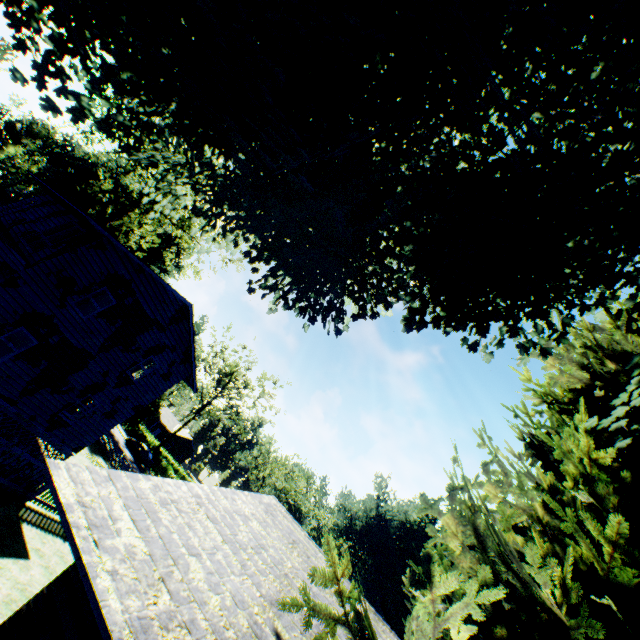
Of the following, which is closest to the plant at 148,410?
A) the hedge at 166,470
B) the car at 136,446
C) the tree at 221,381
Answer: the car at 136,446

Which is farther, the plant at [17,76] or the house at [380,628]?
the plant at [17,76]

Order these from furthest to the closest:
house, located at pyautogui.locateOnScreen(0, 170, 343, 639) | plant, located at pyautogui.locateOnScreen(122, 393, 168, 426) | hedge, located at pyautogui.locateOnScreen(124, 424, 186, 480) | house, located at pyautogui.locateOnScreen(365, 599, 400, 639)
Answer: hedge, located at pyautogui.locateOnScreen(124, 424, 186, 480), plant, located at pyautogui.locateOnScreen(122, 393, 168, 426), house, located at pyautogui.locateOnScreen(365, 599, 400, 639), house, located at pyautogui.locateOnScreen(0, 170, 343, 639)

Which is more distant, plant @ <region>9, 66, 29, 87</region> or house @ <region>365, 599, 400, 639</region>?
plant @ <region>9, 66, 29, 87</region>

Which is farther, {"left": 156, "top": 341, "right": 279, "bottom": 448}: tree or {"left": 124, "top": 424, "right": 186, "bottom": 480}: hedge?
{"left": 156, "top": 341, "right": 279, "bottom": 448}: tree

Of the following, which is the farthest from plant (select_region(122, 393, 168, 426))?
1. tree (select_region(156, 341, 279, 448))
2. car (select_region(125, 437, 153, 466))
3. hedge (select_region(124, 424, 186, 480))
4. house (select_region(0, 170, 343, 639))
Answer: tree (select_region(156, 341, 279, 448))

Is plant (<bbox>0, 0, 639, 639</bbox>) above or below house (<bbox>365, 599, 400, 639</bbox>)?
above

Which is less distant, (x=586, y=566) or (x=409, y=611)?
(x=586, y=566)
